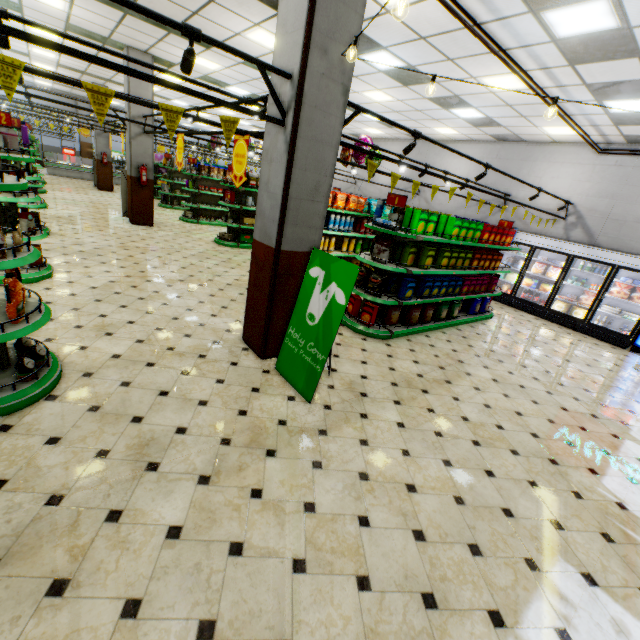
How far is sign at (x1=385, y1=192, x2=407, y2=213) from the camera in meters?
5.4

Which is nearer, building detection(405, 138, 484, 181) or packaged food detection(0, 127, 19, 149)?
packaged food detection(0, 127, 19, 149)

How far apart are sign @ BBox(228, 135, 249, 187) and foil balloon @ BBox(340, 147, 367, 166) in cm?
444

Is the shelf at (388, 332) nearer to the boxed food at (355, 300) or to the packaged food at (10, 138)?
the boxed food at (355, 300)

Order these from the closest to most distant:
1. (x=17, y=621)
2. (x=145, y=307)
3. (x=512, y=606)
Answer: (x=17, y=621) → (x=512, y=606) → (x=145, y=307)

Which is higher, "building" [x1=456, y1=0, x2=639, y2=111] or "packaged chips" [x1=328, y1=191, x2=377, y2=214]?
"building" [x1=456, y1=0, x2=639, y2=111]

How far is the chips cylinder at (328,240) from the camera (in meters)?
8.71

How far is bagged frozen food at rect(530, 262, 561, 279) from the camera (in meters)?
9.55
